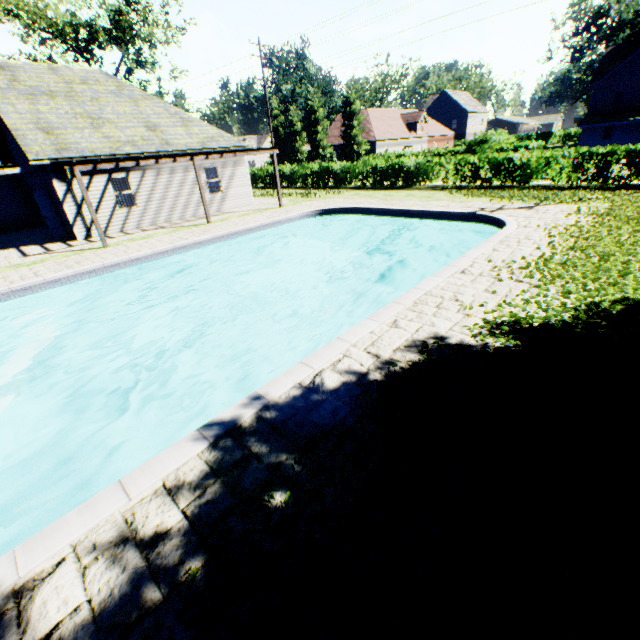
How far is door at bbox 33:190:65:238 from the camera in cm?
1544

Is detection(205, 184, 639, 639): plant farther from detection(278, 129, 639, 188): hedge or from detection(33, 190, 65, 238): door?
detection(33, 190, 65, 238): door

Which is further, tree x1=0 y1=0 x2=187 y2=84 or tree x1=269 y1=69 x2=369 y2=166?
tree x1=269 y1=69 x2=369 y2=166

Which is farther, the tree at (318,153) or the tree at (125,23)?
the tree at (318,153)

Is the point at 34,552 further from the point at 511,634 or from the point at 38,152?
the point at 38,152

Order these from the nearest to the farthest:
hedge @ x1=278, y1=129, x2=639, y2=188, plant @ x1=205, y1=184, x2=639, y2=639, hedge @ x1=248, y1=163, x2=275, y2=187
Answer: plant @ x1=205, y1=184, x2=639, y2=639 < hedge @ x1=278, y1=129, x2=639, y2=188 < hedge @ x1=248, y1=163, x2=275, y2=187

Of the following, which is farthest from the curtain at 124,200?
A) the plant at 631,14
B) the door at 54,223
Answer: the plant at 631,14

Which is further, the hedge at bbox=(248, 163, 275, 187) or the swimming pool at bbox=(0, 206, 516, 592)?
the hedge at bbox=(248, 163, 275, 187)
